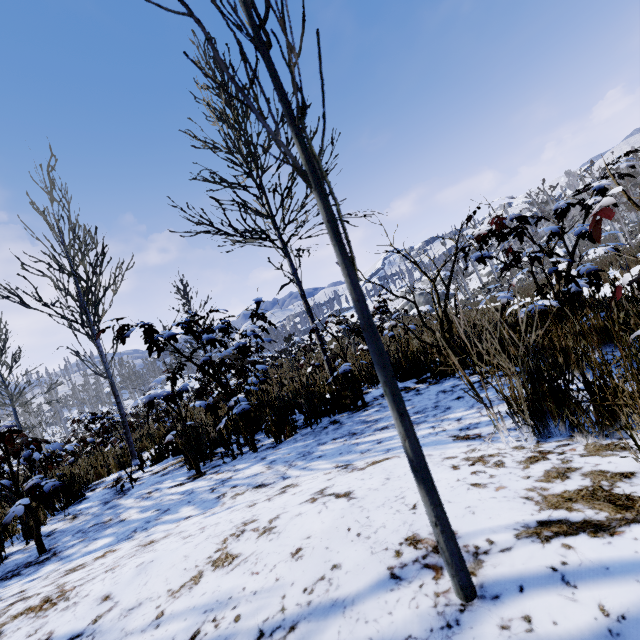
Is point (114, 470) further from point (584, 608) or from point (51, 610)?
point (584, 608)

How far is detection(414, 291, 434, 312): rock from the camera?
48.66m

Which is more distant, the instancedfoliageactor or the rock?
the rock

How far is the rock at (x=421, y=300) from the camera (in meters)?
48.66

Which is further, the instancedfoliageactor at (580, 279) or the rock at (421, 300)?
the rock at (421, 300)
